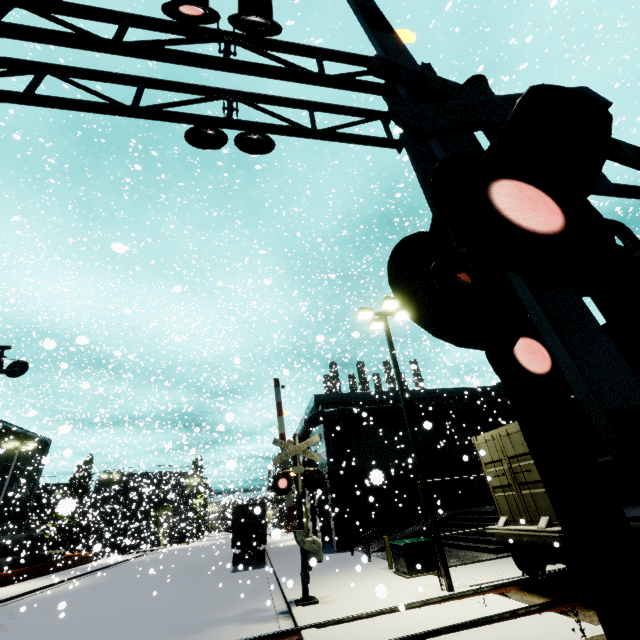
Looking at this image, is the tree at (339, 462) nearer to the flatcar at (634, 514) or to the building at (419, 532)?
the building at (419, 532)

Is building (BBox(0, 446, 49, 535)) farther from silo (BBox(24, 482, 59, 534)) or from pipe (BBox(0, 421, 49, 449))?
silo (BBox(24, 482, 59, 534))

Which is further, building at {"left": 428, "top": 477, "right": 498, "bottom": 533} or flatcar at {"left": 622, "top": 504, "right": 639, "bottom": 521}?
building at {"left": 428, "top": 477, "right": 498, "bottom": 533}

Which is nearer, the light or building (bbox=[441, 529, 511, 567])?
the light

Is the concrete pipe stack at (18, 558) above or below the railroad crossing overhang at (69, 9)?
below

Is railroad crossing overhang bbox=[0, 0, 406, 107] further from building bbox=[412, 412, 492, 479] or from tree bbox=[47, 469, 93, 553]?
tree bbox=[47, 469, 93, 553]

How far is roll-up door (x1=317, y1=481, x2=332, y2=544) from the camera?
19.22m

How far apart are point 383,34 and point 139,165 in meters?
6.7 m
